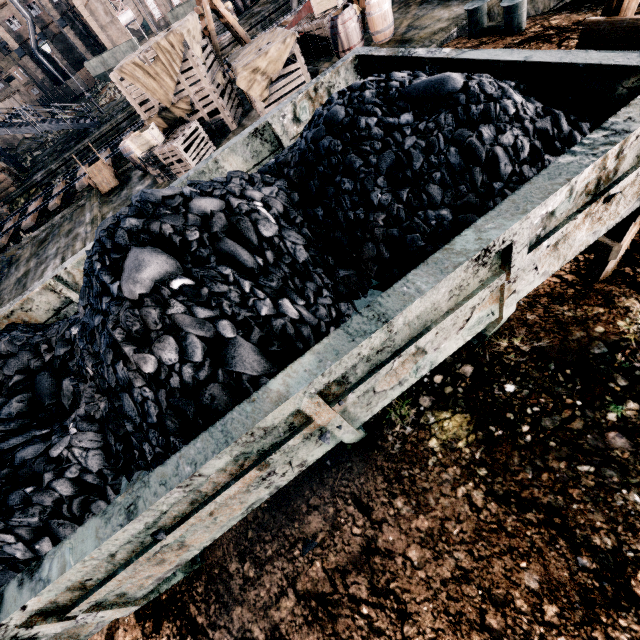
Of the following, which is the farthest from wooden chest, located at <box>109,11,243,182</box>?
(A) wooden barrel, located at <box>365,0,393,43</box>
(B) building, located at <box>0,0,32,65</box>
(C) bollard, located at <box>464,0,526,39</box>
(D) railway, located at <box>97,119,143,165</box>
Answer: (B) building, located at <box>0,0,32,65</box>

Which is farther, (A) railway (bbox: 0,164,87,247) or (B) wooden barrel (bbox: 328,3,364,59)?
(A) railway (bbox: 0,164,87,247)

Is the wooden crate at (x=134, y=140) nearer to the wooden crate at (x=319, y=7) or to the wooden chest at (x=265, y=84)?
the wooden chest at (x=265, y=84)

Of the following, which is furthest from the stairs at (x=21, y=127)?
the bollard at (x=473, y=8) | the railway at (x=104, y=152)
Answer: the bollard at (x=473, y=8)

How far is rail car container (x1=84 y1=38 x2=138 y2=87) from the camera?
44.5m

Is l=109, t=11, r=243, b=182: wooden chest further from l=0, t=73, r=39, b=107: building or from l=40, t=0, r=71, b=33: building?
l=40, t=0, r=71, b=33: building

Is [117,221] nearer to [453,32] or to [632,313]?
[632,313]

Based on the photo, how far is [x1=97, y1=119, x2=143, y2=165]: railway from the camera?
20.0 meters
